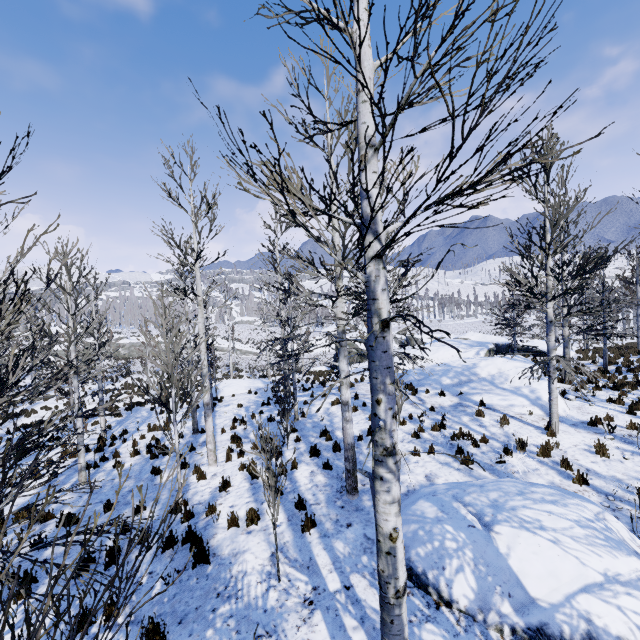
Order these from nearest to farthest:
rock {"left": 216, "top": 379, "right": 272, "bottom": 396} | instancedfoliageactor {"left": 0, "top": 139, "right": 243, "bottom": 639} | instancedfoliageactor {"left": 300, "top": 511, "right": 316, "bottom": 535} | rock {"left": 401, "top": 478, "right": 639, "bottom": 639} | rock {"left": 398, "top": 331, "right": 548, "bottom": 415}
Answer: instancedfoliageactor {"left": 0, "top": 139, "right": 243, "bottom": 639}
rock {"left": 401, "top": 478, "right": 639, "bottom": 639}
instancedfoliageactor {"left": 300, "top": 511, "right": 316, "bottom": 535}
rock {"left": 398, "top": 331, "right": 548, "bottom": 415}
rock {"left": 216, "top": 379, "right": 272, "bottom": 396}

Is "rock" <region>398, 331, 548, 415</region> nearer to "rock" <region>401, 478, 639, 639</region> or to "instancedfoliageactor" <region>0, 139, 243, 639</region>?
"rock" <region>401, 478, 639, 639</region>

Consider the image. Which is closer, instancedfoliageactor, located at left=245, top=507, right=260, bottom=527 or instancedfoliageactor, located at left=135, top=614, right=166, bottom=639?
instancedfoliageactor, located at left=135, top=614, right=166, bottom=639

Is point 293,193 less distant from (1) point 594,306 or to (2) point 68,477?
(1) point 594,306

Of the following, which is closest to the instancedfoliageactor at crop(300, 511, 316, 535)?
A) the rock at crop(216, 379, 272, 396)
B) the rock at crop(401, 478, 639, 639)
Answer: the rock at crop(401, 478, 639, 639)

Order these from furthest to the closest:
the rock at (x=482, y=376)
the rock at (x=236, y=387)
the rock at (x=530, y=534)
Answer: the rock at (x=236, y=387) → the rock at (x=482, y=376) → the rock at (x=530, y=534)

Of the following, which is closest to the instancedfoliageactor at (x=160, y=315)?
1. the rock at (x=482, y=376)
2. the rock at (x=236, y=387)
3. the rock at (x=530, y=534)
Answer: the rock at (x=530, y=534)

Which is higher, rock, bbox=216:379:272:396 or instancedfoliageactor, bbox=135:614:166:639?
instancedfoliageactor, bbox=135:614:166:639
